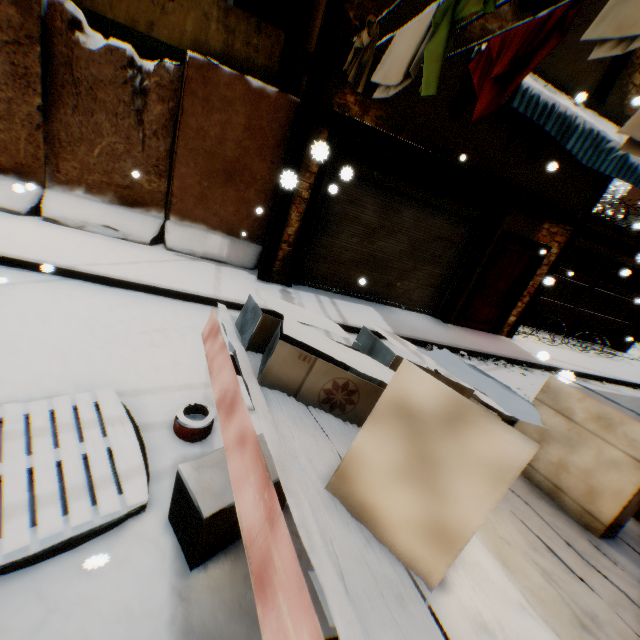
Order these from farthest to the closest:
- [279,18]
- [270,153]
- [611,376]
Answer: [611,376]
[279,18]
[270,153]

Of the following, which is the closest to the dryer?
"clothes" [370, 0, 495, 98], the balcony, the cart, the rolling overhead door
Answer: "clothes" [370, 0, 495, 98]

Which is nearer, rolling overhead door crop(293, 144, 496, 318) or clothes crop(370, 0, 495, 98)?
clothes crop(370, 0, 495, 98)

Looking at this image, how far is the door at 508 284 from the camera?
7.73m

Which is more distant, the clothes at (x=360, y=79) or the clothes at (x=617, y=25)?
the clothes at (x=360, y=79)

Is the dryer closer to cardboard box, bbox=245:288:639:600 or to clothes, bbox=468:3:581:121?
→ clothes, bbox=468:3:581:121

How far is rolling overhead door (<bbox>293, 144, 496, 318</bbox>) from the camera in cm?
639
